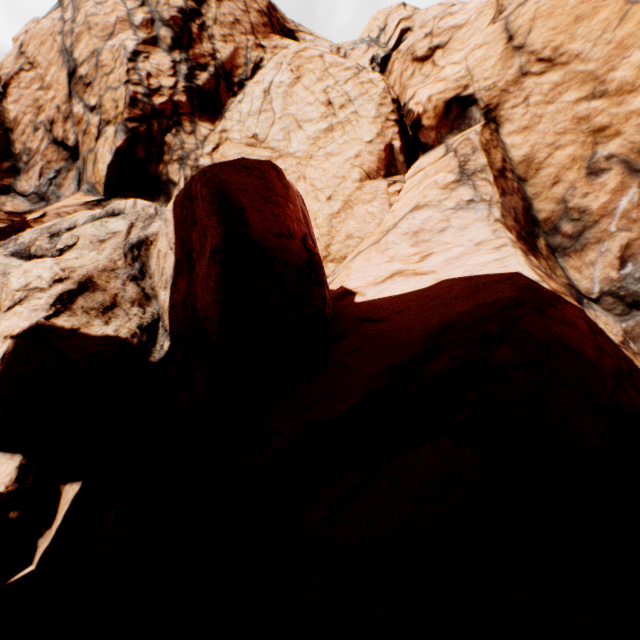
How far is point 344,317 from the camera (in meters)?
6.33
